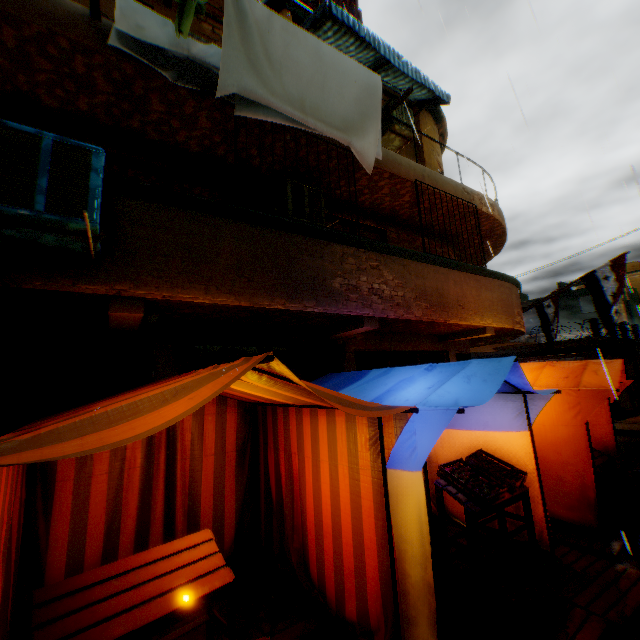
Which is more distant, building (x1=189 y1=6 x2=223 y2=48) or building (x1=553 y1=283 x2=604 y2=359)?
building (x1=553 y1=283 x2=604 y2=359)

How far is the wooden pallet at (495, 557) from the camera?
4.1m

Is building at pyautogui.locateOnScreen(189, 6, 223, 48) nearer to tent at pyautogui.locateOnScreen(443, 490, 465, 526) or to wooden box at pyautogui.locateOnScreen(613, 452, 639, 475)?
tent at pyautogui.locateOnScreen(443, 490, 465, 526)

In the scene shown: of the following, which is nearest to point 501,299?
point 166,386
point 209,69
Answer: point 209,69

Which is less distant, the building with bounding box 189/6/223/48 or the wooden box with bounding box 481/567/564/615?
the wooden box with bounding box 481/567/564/615

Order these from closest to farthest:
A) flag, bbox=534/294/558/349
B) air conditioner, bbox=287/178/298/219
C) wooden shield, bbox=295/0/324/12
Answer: air conditioner, bbox=287/178/298/219 → wooden shield, bbox=295/0/324/12 → flag, bbox=534/294/558/349

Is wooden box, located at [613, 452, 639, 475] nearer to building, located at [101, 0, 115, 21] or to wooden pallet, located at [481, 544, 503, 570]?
wooden pallet, located at [481, 544, 503, 570]

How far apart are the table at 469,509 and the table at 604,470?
2.4m
